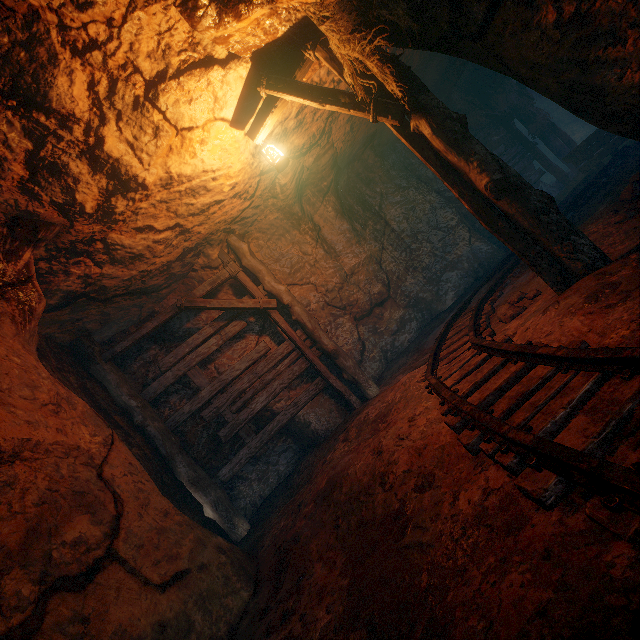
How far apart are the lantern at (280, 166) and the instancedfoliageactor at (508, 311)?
3.57m

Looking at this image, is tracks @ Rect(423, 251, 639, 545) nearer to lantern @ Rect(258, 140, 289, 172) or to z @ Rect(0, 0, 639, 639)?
z @ Rect(0, 0, 639, 639)

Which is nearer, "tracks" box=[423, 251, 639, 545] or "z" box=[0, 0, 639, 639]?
"tracks" box=[423, 251, 639, 545]

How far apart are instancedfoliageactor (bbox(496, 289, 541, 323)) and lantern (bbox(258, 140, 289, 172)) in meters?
3.6

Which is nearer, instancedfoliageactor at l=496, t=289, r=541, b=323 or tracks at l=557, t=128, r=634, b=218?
instancedfoliageactor at l=496, t=289, r=541, b=323

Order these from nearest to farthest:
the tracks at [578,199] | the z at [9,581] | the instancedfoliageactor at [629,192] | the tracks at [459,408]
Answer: the tracks at [459,408], the z at [9,581], the instancedfoliageactor at [629,192], the tracks at [578,199]

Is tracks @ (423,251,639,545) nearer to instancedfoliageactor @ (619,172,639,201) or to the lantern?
instancedfoliageactor @ (619,172,639,201)

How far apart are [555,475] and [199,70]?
4.75m
